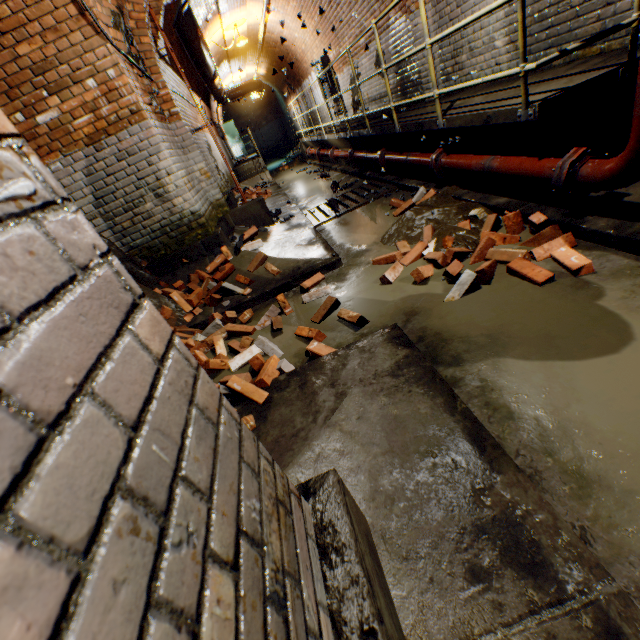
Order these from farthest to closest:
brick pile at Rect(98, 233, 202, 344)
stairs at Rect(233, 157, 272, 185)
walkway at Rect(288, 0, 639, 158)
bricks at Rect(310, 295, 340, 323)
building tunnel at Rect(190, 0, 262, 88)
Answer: stairs at Rect(233, 157, 272, 185) → building tunnel at Rect(190, 0, 262, 88) → brick pile at Rect(98, 233, 202, 344) → bricks at Rect(310, 295, 340, 323) → walkway at Rect(288, 0, 639, 158)

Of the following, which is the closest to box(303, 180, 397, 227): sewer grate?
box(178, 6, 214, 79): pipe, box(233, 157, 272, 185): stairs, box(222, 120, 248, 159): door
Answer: box(178, 6, 214, 79): pipe

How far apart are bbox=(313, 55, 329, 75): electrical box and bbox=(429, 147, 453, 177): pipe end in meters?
8.2

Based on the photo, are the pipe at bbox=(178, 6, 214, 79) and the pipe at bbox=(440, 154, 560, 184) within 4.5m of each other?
no

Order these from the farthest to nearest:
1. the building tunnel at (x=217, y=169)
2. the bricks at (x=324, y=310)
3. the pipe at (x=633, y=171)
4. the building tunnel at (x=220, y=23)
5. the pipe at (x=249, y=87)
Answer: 1. the pipe at (x=249, y=87)
2. the building tunnel at (x=220, y=23)
3. the building tunnel at (x=217, y=169)
4. the bricks at (x=324, y=310)
5. the pipe at (x=633, y=171)

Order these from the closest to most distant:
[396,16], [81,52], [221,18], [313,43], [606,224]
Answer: [606,224] → [81,52] → [396,16] → [221,18] → [313,43]

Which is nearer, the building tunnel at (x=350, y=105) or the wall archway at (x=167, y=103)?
the wall archway at (x=167, y=103)

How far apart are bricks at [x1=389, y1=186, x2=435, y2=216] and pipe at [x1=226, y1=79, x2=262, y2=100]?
14.96m
